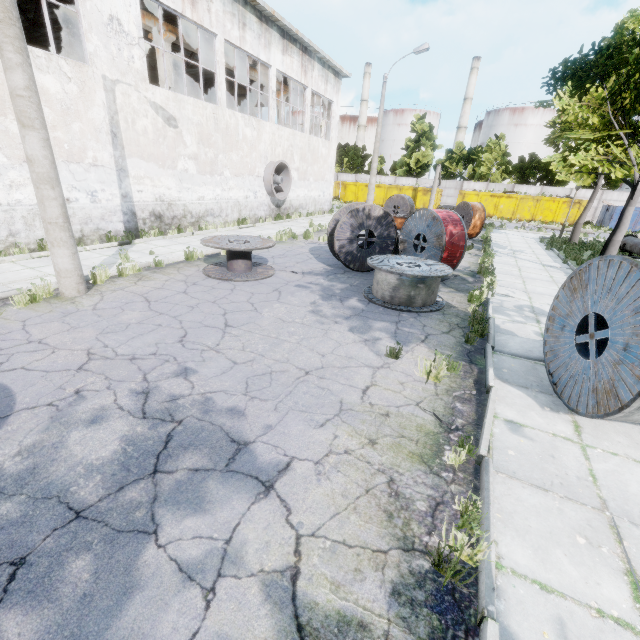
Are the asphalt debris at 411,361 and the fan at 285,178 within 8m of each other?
no

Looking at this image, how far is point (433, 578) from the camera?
2.39m

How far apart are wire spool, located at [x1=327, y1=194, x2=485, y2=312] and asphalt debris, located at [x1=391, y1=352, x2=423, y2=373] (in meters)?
4.88

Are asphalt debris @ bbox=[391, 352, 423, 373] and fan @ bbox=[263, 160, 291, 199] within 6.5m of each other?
no

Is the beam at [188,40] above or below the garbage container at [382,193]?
above

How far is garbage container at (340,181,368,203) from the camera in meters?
39.5 m

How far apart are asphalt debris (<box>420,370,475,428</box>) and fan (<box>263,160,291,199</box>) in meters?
16.1

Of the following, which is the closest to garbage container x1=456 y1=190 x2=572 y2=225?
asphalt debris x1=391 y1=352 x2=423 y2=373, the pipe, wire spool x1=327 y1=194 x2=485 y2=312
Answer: the pipe
